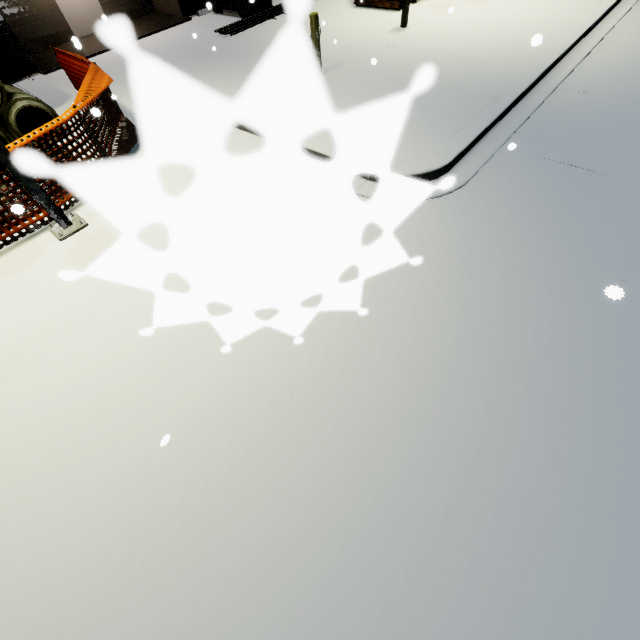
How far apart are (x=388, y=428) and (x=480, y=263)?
2.8 meters

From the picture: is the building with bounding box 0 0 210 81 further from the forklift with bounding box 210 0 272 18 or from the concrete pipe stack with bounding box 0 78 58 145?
the forklift with bounding box 210 0 272 18

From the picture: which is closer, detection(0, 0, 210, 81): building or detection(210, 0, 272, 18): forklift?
detection(0, 0, 210, 81): building

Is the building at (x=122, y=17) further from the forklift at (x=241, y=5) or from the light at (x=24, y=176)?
the light at (x=24, y=176)

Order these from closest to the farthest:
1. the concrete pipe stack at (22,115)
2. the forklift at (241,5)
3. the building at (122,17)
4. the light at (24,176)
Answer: the light at (24,176)
the concrete pipe stack at (22,115)
the building at (122,17)
the forklift at (241,5)

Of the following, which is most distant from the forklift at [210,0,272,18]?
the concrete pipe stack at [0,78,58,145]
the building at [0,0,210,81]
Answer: the concrete pipe stack at [0,78,58,145]

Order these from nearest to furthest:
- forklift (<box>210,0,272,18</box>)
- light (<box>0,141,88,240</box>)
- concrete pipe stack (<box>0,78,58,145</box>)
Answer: light (<box>0,141,88,240</box>), concrete pipe stack (<box>0,78,58,145</box>), forklift (<box>210,0,272,18</box>)
